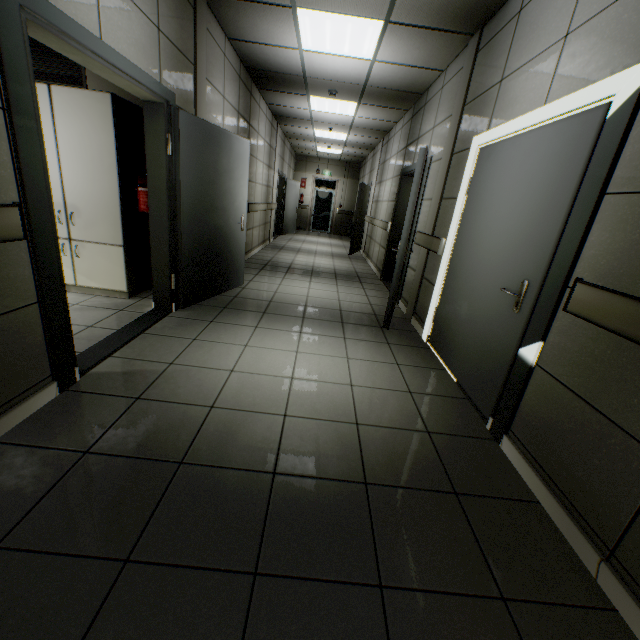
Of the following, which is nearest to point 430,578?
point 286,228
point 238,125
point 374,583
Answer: point 374,583

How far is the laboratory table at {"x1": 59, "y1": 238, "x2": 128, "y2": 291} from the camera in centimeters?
363cm

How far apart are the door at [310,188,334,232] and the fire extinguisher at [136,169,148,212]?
12.9m

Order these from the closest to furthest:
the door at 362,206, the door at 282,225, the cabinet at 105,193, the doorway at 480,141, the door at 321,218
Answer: the doorway at 480,141, the cabinet at 105,193, the door at 362,206, the door at 282,225, the door at 321,218

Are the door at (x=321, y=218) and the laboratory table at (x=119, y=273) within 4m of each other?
no

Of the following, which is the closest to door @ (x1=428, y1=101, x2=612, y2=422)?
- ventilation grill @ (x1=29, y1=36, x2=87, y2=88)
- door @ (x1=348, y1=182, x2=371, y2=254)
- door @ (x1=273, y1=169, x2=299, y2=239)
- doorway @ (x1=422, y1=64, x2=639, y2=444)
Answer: doorway @ (x1=422, y1=64, x2=639, y2=444)

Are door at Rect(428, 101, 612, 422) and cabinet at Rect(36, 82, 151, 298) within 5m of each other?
yes

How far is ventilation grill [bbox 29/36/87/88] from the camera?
3.5m
